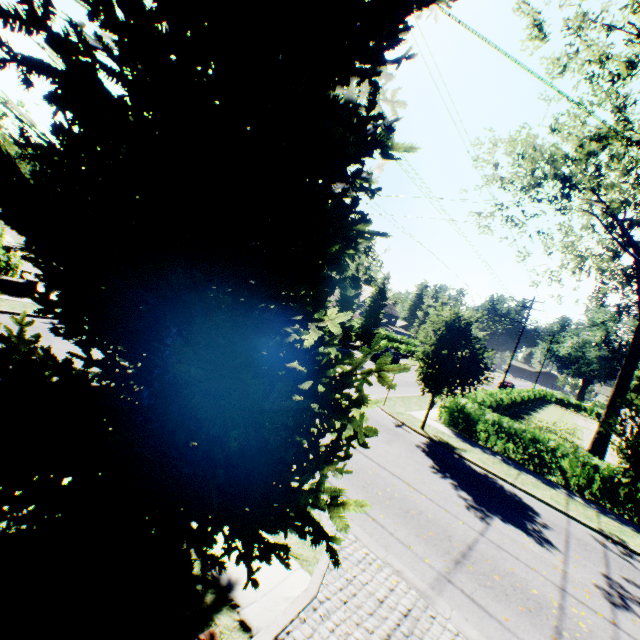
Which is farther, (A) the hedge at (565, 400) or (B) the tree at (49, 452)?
(A) the hedge at (565, 400)

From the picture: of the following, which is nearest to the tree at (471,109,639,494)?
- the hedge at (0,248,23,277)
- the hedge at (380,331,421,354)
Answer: the hedge at (380,331,421,354)

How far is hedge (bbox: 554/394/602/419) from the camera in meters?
55.9 m

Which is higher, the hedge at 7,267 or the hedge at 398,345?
the hedge at 398,345

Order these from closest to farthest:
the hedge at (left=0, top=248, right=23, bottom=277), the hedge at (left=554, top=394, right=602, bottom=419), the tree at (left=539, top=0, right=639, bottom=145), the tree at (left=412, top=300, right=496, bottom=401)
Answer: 1. the tree at (left=539, top=0, right=639, bottom=145)
2. the tree at (left=412, top=300, right=496, bottom=401)
3. the hedge at (left=0, top=248, right=23, bottom=277)
4. the hedge at (left=554, top=394, right=602, bottom=419)

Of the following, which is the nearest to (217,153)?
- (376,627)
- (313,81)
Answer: (313,81)

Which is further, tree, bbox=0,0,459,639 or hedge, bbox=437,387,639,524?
hedge, bbox=437,387,639,524
